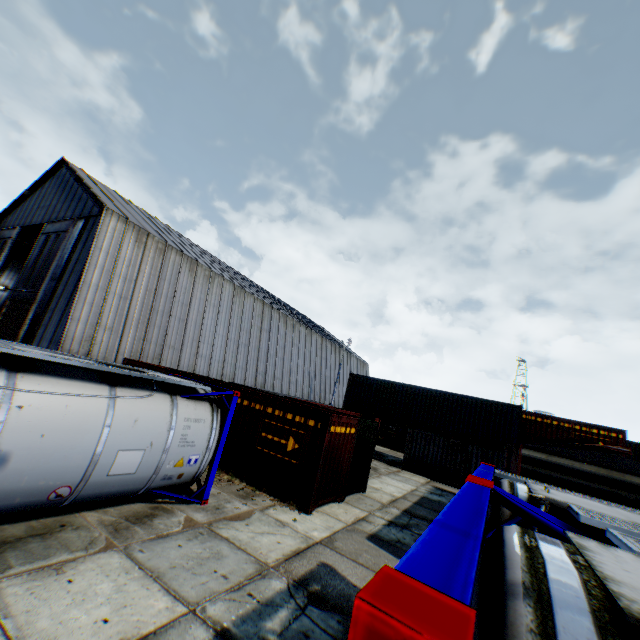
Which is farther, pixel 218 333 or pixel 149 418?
pixel 218 333

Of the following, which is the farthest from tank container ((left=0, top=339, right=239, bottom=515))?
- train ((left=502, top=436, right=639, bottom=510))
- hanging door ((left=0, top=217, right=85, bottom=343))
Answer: hanging door ((left=0, top=217, right=85, bottom=343))

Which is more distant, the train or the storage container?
the storage container

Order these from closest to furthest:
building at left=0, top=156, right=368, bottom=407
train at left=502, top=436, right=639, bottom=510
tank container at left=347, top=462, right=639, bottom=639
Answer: tank container at left=347, top=462, right=639, bottom=639, train at left=502, top=436, right=639, bottom=510, building at left=0, top=156, right=368, bottom=407

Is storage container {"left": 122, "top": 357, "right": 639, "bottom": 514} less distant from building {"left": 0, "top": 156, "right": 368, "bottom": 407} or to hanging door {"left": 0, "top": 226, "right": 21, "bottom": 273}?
building {"left": 0, "top": 156, "right": 368, "bottom": 407}

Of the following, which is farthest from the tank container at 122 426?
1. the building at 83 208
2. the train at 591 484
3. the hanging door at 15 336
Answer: the hanging door at 15 336

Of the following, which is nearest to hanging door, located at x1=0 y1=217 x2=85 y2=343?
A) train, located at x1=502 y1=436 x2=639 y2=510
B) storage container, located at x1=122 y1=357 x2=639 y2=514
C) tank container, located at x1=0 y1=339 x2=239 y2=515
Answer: tank container, located at x1=0 y1=339 x2=239 y2=515

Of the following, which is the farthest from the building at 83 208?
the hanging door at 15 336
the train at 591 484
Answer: the train at 591 484
